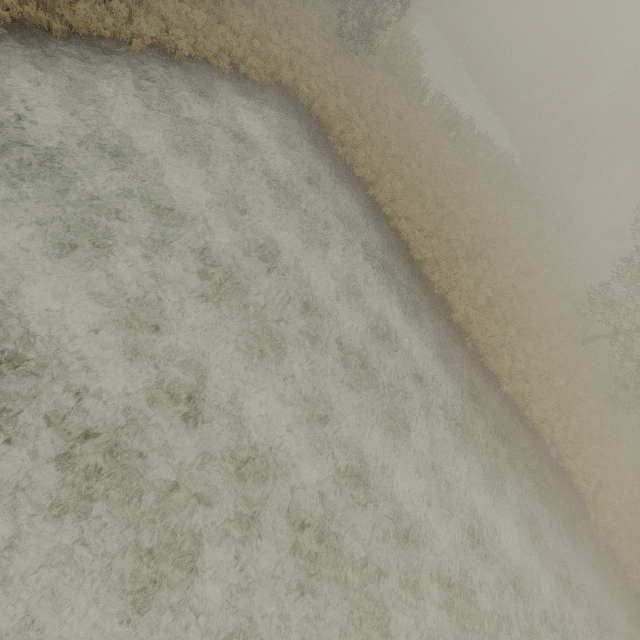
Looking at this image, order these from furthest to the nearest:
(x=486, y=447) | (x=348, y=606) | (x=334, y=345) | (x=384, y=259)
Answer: (x=384, y=259) → (x=486, y=447) → (x=334, y=345) → (x=348, y=606)
